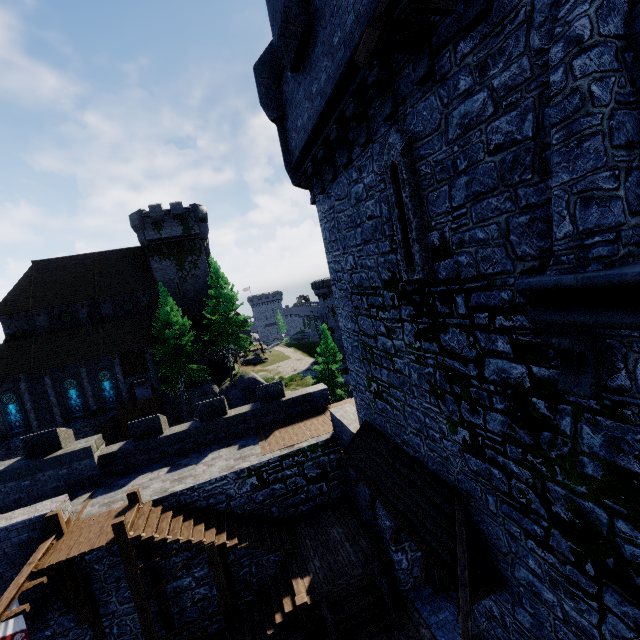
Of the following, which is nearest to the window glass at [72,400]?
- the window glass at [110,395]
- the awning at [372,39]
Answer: the window glass at [110,395]

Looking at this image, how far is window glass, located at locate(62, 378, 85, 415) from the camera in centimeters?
3181cm

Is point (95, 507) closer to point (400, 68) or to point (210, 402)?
point (210, 402)

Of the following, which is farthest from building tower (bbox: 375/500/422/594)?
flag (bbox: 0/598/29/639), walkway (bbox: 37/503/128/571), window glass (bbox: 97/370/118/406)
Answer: window glass (bbox: 97/370/118/406)

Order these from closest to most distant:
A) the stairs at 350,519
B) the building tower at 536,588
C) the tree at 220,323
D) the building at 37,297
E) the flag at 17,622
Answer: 1. the building tower at 536,588
2. the flag at 17,622
3. the stairs at 350,519
4. the building at 37,297
5. the tree at 220,323

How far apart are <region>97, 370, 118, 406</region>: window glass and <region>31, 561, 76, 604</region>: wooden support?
26.0 meters

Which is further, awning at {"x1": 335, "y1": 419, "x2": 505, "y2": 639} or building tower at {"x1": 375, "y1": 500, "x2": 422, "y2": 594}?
building tower at {"x1": 375, "y1": 500, "x2": 422, "y2": 594}

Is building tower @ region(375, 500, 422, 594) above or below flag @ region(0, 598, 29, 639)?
below
